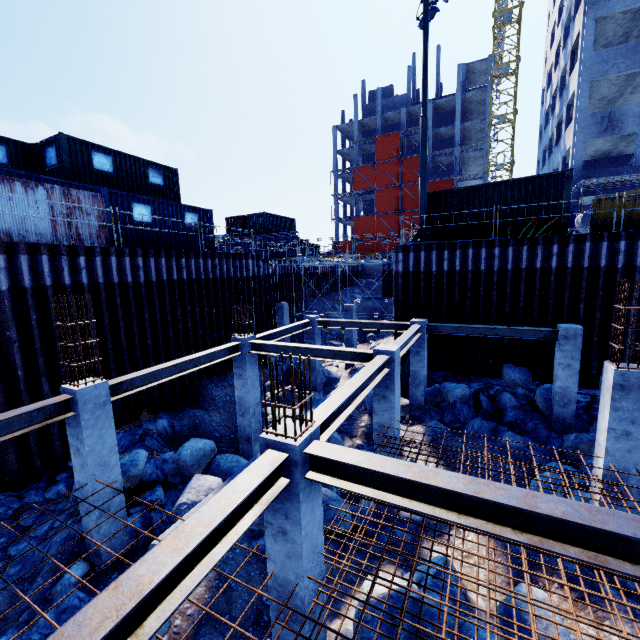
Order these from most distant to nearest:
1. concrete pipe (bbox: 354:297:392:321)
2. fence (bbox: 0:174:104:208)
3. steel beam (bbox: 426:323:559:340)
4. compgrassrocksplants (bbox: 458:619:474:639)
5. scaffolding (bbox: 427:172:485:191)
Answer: scaffolding (bbox: 427:172:485:191) < concrete pipe (bbox: 354:297:392:321) < steel beam (bbox: 426:323:559:340) < fence (bbox: 0:174:104:208) < compgrassrocksplants (bbox: 458:619:474:639)

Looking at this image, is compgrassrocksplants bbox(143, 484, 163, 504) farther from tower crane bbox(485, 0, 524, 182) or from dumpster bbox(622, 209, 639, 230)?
tower crane bbox(485, 0, 524, 182)

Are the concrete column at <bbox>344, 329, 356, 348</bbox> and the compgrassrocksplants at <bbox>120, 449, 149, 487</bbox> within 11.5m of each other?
no

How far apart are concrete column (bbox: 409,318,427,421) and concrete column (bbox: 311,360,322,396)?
4.4 meters

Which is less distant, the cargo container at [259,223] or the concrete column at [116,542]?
the concrete column at [116,542]

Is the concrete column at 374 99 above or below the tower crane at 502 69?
above

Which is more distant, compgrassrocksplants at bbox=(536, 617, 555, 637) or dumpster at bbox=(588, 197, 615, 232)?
dumpster at bbox=(588, 197, 615, 232)

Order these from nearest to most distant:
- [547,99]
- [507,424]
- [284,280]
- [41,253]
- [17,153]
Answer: [41,253], [507,424], [17,153], [284,280], [547,99]
